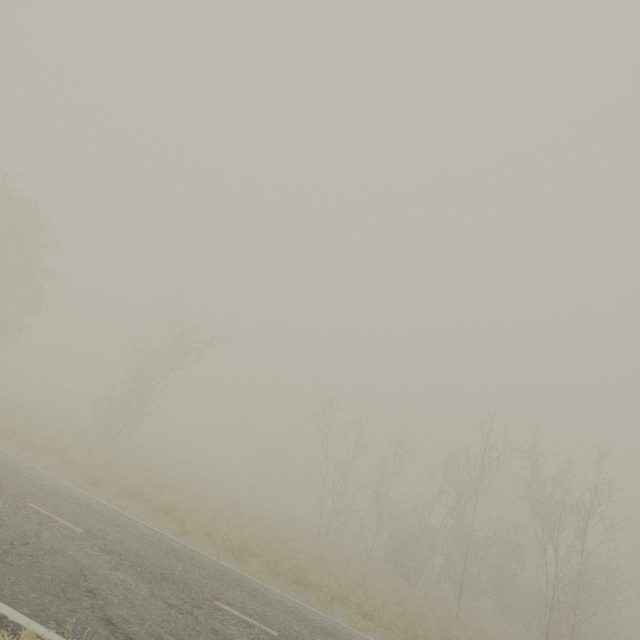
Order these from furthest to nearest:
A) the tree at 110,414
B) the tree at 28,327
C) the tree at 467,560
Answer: the tree at 110,414
the tree at 28,327
the tree at 467,560

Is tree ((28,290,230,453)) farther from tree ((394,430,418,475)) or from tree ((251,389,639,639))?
tree ((251,389,639,639))

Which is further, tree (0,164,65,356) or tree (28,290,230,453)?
tree (28,290,230,453)

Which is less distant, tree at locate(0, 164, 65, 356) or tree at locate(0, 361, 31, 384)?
tree at locate(0, 164, 65, 356)

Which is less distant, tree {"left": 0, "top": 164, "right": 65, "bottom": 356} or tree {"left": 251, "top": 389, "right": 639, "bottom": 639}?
tree {"left": 251, "top": 389, "right": 639, "bottom": 639}

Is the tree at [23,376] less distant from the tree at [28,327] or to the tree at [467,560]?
the tree at [28,327]

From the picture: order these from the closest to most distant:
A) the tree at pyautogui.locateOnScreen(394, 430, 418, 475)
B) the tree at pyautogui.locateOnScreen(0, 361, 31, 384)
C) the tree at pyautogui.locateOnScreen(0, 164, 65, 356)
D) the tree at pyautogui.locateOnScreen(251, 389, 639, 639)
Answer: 1. the tree at pyautogui.locateOnScreen(251, 389, 639, 639)
2. the tree at pyautogui.locateOnScreen(0, 164, 65, 356)
3. the tree at pyautogui.locateOnScreen(394, 430, 418, 475)
4. the tree at pyautogui.locateOnScreen(0, 361, 31, 384)

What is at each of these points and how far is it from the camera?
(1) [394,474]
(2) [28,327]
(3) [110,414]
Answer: (1) tree, 25.44m
(2) tree, 27.23m
(3) tree, 23.06m
